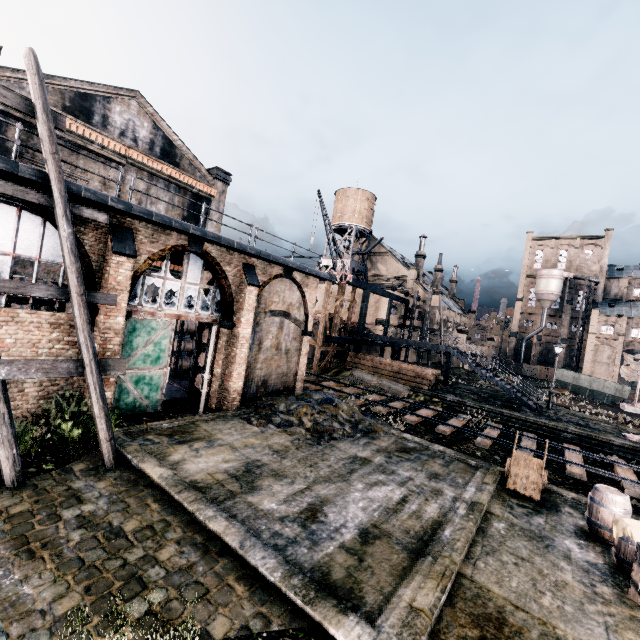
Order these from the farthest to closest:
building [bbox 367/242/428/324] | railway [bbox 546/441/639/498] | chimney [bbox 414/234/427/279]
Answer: chimney [bbox 414/234/427/279] → building [bbox 367/242/428/324] → railway [bbox 546/441/639/498]

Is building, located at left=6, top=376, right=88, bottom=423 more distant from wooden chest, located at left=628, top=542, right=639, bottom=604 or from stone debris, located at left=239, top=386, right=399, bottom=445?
wooden chest, located at left=628, top=542, right=639, bottom=604

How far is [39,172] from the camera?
9.3 meters

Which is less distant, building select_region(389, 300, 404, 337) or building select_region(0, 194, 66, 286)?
building select_region(0, 194, 66, 286)

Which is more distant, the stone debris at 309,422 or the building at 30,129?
the stone debris at 309,422

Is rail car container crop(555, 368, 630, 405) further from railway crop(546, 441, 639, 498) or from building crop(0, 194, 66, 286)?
railway crop(546, 441, 639, 498)

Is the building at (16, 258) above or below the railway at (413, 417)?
above

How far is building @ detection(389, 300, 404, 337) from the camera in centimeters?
4209cm
